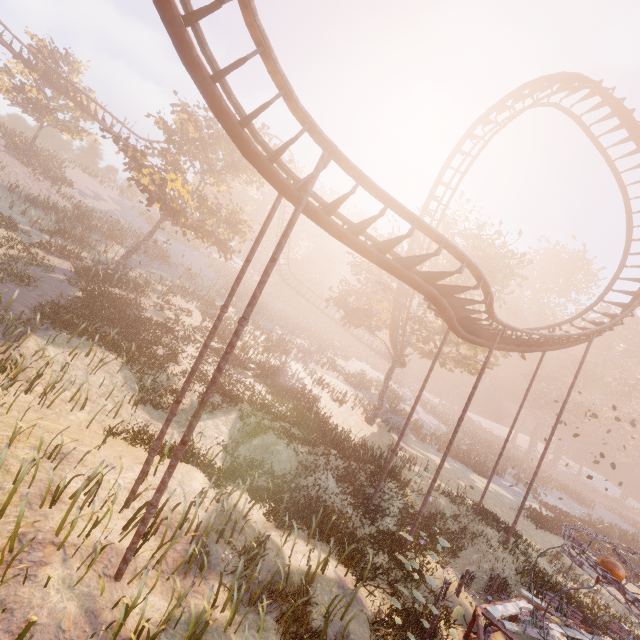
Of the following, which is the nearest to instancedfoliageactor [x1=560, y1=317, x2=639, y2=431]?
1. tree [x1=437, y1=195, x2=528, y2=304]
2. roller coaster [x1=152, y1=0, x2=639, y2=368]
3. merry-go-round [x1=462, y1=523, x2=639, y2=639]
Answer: tree [x1=437, y1=195, x2=528, y2=304]

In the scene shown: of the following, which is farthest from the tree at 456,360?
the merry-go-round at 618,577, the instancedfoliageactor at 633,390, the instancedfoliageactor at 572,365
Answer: the instancedfoliageactor at 633,390

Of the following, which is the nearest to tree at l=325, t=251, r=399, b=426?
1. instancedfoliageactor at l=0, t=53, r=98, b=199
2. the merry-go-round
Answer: the merry-go-round

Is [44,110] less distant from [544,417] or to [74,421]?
[74,421]

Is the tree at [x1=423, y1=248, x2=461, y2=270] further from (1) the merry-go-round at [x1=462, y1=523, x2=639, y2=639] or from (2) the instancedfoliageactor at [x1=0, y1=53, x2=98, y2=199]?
(2) the instancedfoliageactor at [x1=0, y1=53, x2=98, y2=199]

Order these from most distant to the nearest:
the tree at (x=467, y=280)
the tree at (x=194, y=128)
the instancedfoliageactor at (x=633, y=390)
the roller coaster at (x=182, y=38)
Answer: the instancedfoliageactor at (x=633, y=390) < the tree at (x=467, y=280) < the tree at (x=194, y=128) < the roller coaster at (x=182, y=38)

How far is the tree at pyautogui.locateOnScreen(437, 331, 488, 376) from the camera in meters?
25.6
